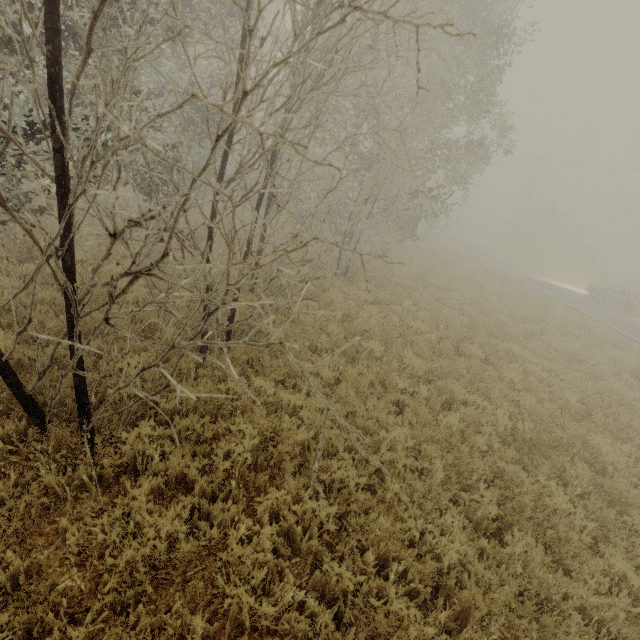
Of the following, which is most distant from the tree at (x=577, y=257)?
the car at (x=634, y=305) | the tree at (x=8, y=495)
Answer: the tree at (x=8, y=495)

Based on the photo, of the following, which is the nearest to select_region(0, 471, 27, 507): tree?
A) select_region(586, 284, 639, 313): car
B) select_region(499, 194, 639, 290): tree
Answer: select_region(499, 194, 639, 290): tree

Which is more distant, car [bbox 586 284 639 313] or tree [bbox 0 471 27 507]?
car [bbox 586 284 639 313]

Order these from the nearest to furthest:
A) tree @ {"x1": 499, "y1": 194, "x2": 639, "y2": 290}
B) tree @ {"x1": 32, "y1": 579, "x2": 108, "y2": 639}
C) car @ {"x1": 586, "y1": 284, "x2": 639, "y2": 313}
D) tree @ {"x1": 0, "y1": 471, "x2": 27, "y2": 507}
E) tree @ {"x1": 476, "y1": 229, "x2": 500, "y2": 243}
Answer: A: tree @ {"x1": 32, "y1": 579, "x2": 108, "y2": 639}, tree @ {"x1": 0, "y1": 471, "x2": 27, "y2": 507}, car @ {"x1": 586, "y1": 284, "x2": 639, "y2": 313}, tree @ {"x1": 499, "y1": 194, "x2": 639, "y2": 290}, tree @ {"x1": 476, "y1": 229, "x2": 500, "y2": 243}

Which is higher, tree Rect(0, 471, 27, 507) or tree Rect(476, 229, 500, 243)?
tree Rect(476, 229, 500, 243)

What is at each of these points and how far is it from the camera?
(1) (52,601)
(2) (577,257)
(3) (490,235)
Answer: (1) tree, 2.79m
(2) tree, 40.06m
(3) tree, 56.53m
